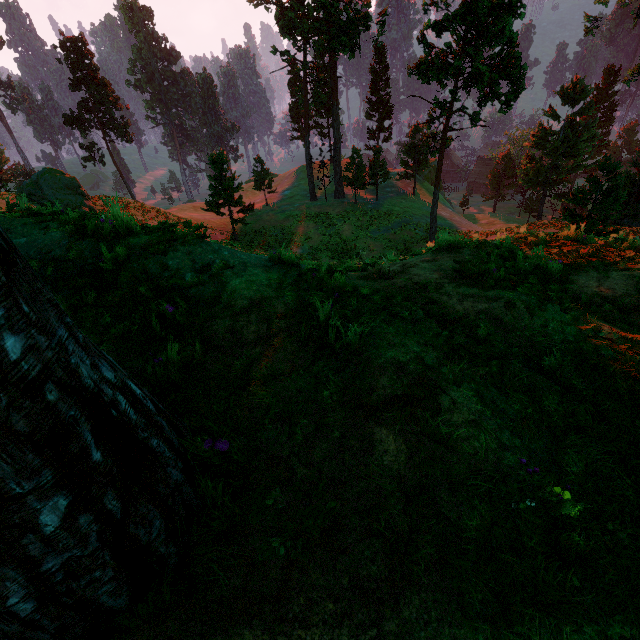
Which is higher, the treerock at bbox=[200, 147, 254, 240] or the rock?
the treerock at bbox=[200, 147, 254, 240]

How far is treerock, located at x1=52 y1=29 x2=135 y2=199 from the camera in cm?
4444

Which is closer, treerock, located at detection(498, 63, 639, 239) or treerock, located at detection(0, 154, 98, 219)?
treerock, located at detection(0, 154, 98, 219)

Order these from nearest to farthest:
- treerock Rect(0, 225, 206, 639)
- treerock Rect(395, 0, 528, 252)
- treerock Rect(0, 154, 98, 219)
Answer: treerock Rect(0, 225, 206, 639), treerock Rect(0, 154, 98, 219), treerock Rect(395, 0, 528, 252)

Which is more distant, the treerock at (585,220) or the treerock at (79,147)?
the treerock at (79,147)

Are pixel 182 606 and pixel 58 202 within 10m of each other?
no

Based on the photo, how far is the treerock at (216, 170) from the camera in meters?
30.0 m
